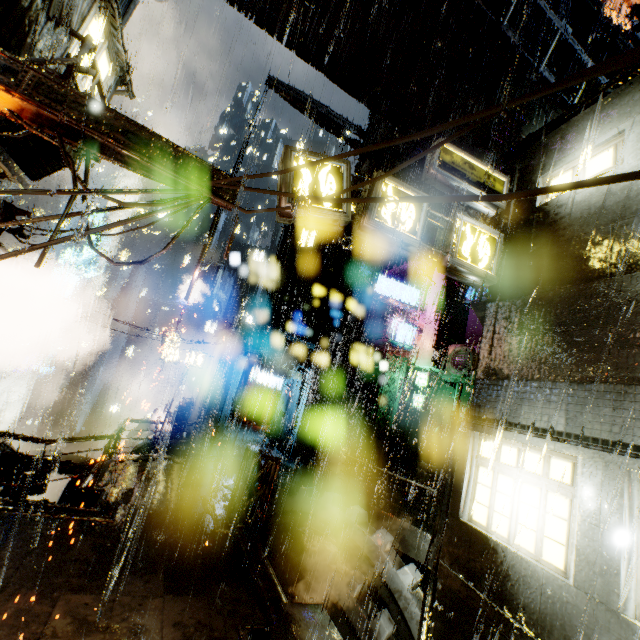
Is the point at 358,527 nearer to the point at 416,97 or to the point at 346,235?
the point at 416,97

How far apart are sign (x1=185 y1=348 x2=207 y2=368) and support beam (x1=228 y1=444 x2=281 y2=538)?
14.28m

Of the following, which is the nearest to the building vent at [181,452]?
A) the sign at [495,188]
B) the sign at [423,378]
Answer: the sign at [423,378]

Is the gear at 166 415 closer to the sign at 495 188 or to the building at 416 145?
the building at 416 145

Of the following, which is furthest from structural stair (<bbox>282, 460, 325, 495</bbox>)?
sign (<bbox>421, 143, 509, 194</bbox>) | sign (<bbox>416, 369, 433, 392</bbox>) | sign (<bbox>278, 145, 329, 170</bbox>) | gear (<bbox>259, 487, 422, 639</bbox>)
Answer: sign (<bbox>421, 143, 509, 194</bbox>)

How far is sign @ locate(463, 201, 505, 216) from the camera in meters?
8.0

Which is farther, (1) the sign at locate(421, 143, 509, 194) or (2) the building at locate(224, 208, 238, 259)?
(1) the sign at locate(421, 143, 509, 194)

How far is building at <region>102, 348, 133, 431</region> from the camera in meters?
57.0 m
